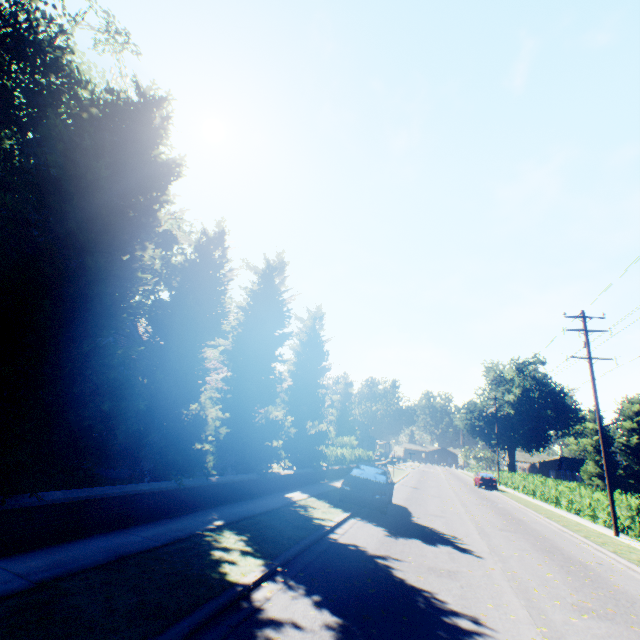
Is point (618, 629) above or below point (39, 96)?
below

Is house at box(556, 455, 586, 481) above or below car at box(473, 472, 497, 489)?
above

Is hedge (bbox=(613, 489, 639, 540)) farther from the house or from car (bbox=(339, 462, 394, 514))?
the house

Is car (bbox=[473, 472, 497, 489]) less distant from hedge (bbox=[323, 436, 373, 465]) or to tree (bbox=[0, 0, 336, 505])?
hedge (bbox=[323, 436, 373, 465])

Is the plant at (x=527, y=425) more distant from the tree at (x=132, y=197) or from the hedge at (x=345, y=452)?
the hedge at (x=345, y=452)

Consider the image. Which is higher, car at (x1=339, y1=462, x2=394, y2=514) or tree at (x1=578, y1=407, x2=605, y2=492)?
tree at (x1=578, y1=407, x2=605, y2=492)

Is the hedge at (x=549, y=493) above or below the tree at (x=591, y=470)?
below

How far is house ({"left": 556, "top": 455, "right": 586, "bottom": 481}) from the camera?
51.1m
